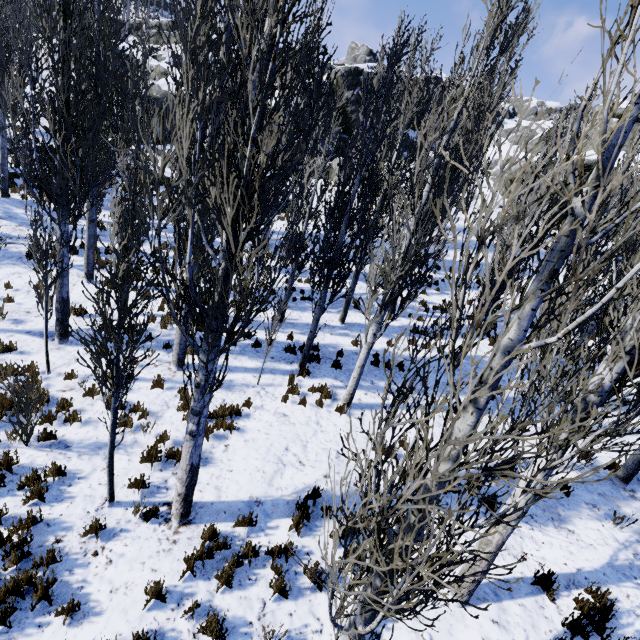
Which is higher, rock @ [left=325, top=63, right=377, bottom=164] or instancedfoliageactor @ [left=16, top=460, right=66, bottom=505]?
rock @ [left=325, top=63, right=377, bottom=164]

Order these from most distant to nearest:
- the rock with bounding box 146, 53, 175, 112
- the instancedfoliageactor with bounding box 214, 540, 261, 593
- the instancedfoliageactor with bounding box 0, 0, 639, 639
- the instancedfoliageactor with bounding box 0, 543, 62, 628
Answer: the rock with bounding box 146, 53, 175, 112 → the instancedfoliageactor with bounding box 214, 540, 261, 593 → the instancedfoliageactor with bounding box 0, 543, 62, 628 → the instancedfoliageactor with bounding box 0, 0, 639, 639

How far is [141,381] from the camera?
7.89m

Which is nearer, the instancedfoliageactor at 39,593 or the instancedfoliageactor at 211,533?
the instancedfoliageactor at 39,593

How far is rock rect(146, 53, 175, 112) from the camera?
23.05m

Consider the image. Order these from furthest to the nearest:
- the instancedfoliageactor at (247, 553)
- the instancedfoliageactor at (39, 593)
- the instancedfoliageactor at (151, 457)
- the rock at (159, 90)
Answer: the rock at (159, 90), the instancedfoliageactor at (151, 457), the instancedfoliageactor at (247, 553), the instancedfoliageactor at (39, 593)

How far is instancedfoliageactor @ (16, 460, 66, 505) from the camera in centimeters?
496cm
